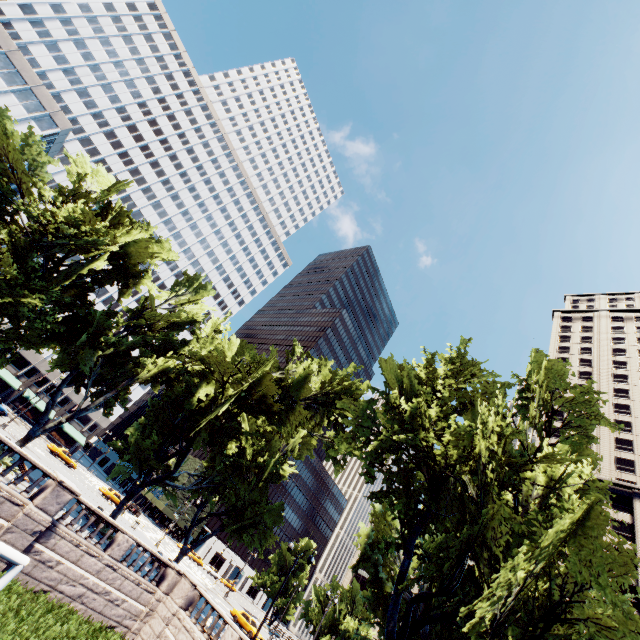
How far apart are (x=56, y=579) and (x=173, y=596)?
7.1m

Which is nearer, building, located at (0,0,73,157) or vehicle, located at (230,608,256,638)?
vehicle, located at (230,608,256,638)

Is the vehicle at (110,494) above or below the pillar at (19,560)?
below

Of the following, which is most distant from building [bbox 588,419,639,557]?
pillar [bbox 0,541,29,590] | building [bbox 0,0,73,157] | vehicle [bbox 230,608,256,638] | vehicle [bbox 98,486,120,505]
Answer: building [bbox 0,0,73,157]

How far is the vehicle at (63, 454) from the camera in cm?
4678

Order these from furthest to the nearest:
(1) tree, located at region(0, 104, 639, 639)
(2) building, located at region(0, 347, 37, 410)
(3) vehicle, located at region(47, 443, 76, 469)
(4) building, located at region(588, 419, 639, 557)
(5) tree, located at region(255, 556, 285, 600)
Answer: (5) tree, located at region(255, 556, 285, 600), (2) building, located at region(0, 347, 37, 410), (4) building, located at region(588, 419, 639, 557), (3) vehicle, located at region(47, 443, 76, 469), (1) tree, located at region(0, 104, 639, 639)

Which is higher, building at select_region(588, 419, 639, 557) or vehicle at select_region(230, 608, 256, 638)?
building at select_region(588, 419, 639, 557)

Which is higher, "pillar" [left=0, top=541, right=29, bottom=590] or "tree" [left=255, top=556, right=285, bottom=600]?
"tree" [left=255, top=556, right=285, bottom=600]
